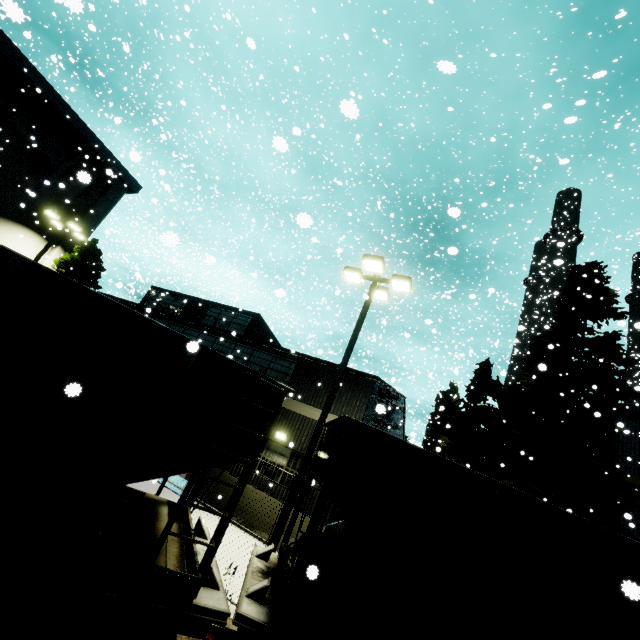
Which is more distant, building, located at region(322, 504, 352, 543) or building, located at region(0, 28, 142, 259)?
building, located at region(0, 28, 142, 259)

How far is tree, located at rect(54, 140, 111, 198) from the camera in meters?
19.8

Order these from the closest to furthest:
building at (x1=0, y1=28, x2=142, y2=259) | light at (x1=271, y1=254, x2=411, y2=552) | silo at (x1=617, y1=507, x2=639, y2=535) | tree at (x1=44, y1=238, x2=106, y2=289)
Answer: light at (x1=271, y1=254, x2=411, y2=552) < silo at (x1=617, y1=507, x2=639, y2=535) < building at (x1=0, y1=28, x2=142, y2=259) < tree at (x1=44, y1=238, x2=106, y2=289)

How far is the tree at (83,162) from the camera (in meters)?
19.78

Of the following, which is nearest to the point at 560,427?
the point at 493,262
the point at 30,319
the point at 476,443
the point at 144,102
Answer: the point at 476,443

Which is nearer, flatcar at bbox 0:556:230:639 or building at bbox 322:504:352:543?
flatcar at bbox 0:556:230:639

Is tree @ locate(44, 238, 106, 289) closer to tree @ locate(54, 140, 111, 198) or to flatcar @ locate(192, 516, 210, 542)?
tree @ locate(54, 140, 111, 198)

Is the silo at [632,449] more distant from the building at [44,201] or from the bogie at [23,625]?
the bogie at [23,625]
